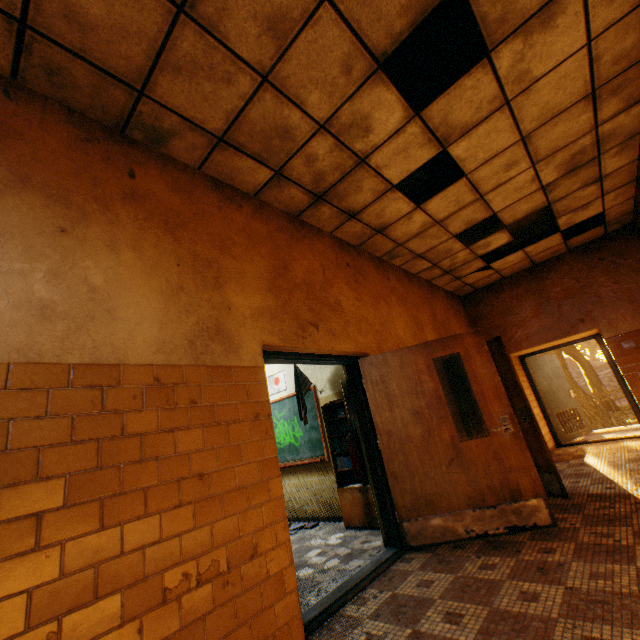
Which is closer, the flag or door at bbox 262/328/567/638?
door at bbox 262/328/567/638

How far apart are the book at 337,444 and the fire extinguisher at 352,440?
0.47m

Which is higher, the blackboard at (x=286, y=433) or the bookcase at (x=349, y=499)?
the blackboard at (x=286, y=433)

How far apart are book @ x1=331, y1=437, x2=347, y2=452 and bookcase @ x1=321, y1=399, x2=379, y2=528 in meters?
0.0

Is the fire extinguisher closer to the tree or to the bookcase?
the bookcase

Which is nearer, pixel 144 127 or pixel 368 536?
pixel 144 127

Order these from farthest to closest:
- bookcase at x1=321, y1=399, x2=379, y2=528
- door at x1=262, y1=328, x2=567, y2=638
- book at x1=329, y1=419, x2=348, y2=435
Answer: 1. book at x1=329, y1=419, x2=348, y2=435
2. bookcase at x1=321, y1=399, x2=379, y2=528
3. door at x1=262, y1=328, x2=567, y2=638

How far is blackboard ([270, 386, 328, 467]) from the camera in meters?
5.7 m
